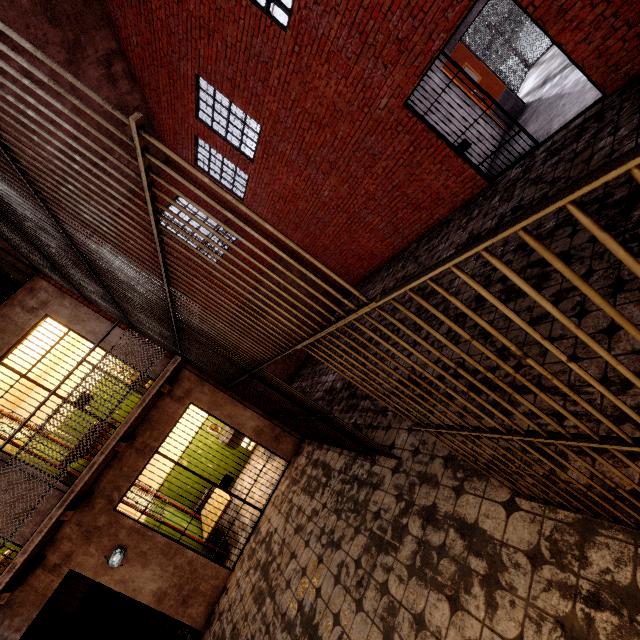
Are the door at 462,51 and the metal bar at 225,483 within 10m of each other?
yes

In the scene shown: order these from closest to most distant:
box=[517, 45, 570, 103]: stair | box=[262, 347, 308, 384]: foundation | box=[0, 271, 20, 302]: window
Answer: box=[517, 45, 570, 103]: stair, box=[0, 271, 20, 302]: window, box=[262, 347, 308, 384]: foundation

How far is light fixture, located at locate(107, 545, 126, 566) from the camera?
5.18m

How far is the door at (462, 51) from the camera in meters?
7.5 m

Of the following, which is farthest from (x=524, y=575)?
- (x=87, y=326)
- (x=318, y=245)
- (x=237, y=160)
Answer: (x=237, y=160)

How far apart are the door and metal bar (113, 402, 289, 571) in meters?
9.1 m

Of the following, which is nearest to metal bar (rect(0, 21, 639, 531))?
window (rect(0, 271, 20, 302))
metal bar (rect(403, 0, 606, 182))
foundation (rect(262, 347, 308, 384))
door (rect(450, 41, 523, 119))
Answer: window (rect(0, 271, 20, 302))

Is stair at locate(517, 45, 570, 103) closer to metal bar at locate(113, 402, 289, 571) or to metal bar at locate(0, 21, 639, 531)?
metal bar at locate(0, 21, 639, 531)
